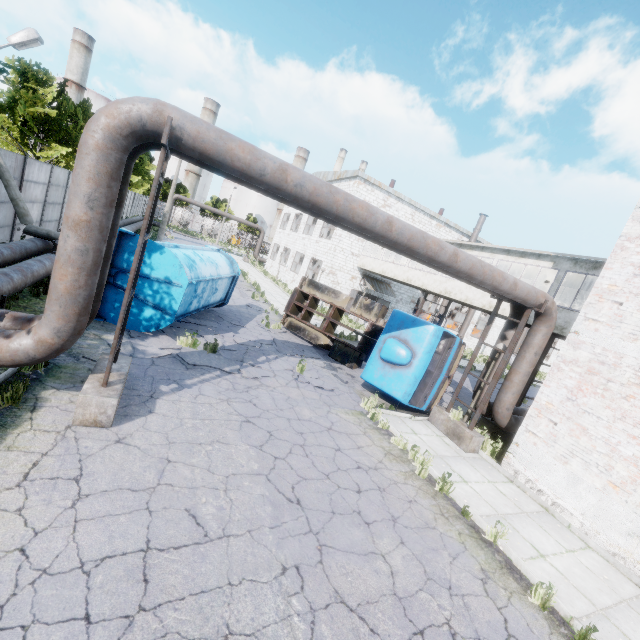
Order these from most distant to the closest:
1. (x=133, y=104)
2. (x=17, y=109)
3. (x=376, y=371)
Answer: (x=17, y=109) → (x=376, y=371) → (x=133, y=104)

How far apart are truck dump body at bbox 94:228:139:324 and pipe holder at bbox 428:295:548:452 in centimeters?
902cm

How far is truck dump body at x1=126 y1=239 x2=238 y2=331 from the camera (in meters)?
9.41

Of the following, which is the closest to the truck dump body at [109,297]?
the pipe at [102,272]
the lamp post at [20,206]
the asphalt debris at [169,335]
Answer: the asphalt debris at [169,335]

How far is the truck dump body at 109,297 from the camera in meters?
9.1

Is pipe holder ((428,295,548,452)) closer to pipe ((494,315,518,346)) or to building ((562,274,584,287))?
pipe ((494,315,518,346))

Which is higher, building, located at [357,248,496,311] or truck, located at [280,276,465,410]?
building, located at [357,248,496,311]

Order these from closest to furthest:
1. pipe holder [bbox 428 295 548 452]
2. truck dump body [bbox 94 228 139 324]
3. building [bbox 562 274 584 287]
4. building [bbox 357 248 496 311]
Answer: truck dump body [bbox 94 228 139 324] → pipe holder [bbox 428 295 548 452] → building [bbox 562 274 584 287] → building [bbox 357 248 496 311]
